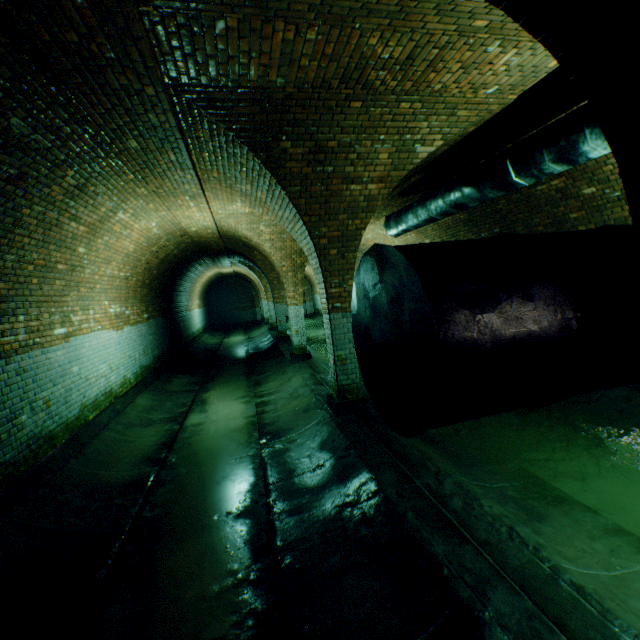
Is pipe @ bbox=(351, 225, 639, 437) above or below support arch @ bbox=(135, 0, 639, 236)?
below

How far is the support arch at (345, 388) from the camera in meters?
3.6

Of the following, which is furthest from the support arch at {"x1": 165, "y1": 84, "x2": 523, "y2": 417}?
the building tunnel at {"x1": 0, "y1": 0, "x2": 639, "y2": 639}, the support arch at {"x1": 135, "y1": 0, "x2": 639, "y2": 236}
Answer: the support arch at {"x1": 135, "y1": 0, "x2": 639, "y2": 236}

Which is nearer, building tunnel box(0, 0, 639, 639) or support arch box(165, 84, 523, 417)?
building tunnel box(0, 0, 639, 639)

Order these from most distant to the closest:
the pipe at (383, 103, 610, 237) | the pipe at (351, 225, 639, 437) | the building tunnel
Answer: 1. the pipe at (383, 103, 610, 237)
2. the building tunnel
3. the pipe at (351, 225, 639, 437)

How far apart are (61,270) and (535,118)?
7.7 meters

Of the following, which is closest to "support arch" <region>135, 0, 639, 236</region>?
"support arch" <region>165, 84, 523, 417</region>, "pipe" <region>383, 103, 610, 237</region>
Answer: "pipe" <region>383, 103, 610, 237</region>

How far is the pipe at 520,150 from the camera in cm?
350
